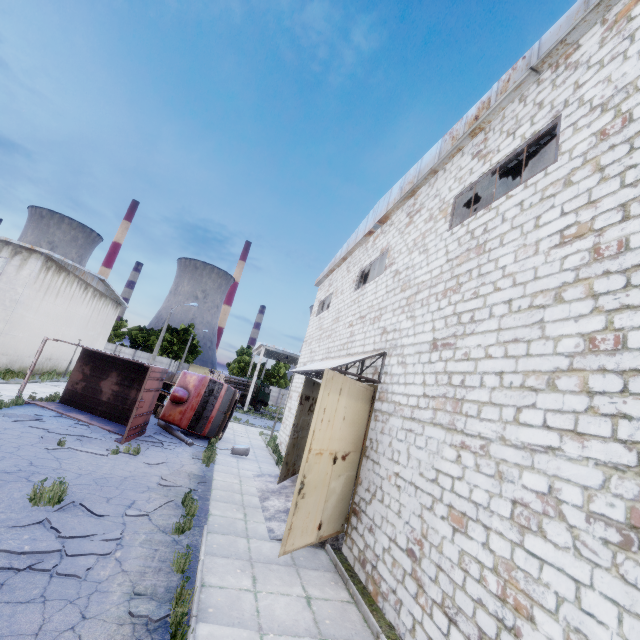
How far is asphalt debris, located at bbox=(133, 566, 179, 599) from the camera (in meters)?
5.05

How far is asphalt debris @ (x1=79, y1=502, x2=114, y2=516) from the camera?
6.9 meters

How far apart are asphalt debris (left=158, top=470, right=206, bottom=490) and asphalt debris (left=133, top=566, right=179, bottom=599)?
4.3m

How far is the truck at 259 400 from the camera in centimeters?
4188cm

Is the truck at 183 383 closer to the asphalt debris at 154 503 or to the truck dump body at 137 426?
the truck dump body at 137 426

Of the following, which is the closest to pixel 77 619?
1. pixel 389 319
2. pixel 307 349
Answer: pixel 389 319

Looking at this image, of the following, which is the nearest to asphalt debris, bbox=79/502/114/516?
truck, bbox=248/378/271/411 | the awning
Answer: the awning

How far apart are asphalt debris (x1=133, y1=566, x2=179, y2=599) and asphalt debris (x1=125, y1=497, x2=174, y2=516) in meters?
2.1
